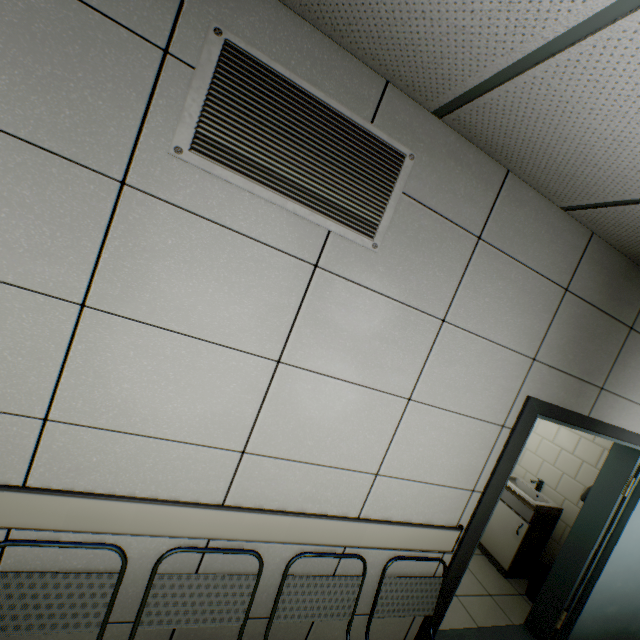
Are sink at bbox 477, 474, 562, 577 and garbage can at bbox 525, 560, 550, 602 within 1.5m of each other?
yes

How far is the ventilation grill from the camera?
1.20m

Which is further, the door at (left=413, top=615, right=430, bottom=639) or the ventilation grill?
the door at (left=413, top=615, right=430, bottom=639)

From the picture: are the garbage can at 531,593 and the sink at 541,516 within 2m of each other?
yes

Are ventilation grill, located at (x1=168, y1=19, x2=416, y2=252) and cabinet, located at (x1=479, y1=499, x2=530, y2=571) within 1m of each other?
no

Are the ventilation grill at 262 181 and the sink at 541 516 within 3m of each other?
no

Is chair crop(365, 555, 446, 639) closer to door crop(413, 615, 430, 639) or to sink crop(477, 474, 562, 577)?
door crop(413, 615, 430, 639)

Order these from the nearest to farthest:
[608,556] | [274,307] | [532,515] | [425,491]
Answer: [274,307] → [425,491] → [608,556] → [532,515]
